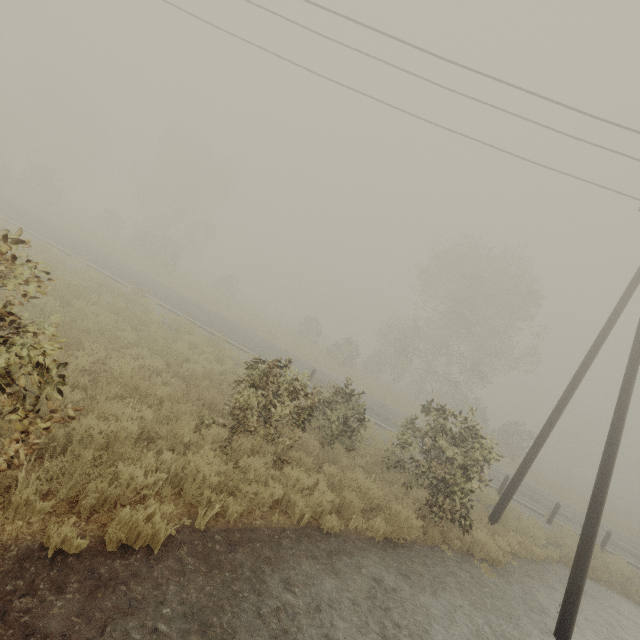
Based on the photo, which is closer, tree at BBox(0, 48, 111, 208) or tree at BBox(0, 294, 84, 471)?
tree at BBox(0, 294, 84, 471)

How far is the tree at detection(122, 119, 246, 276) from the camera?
31.9m

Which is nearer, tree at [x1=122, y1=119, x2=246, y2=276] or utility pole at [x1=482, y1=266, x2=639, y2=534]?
utility pole at [x1=482, y1=266, x2=639, y2=534]

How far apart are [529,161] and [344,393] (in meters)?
10.11

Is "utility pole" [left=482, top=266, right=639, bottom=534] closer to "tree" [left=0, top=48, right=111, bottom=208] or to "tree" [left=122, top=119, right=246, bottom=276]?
"tree" [left=122, top=119, right=246, bottom=276]

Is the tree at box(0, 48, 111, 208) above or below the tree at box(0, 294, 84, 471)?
above

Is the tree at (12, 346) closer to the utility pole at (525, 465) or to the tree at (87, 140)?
the utility pole at (525, 465)
